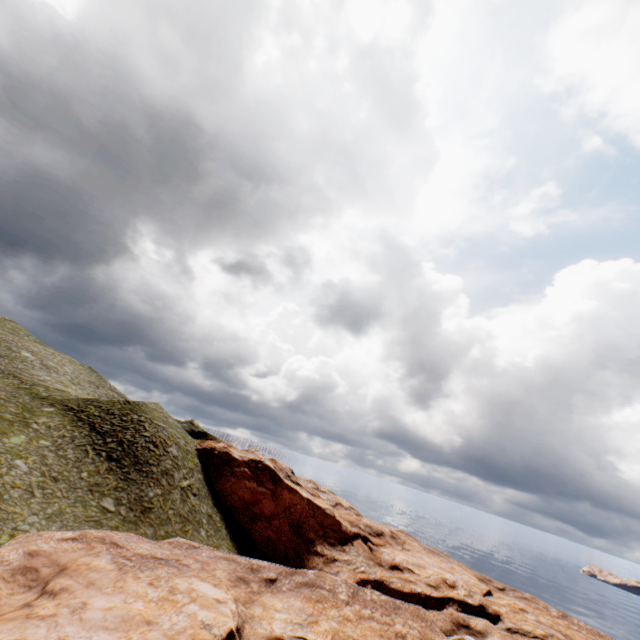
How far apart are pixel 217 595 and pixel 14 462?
19.7 meters
